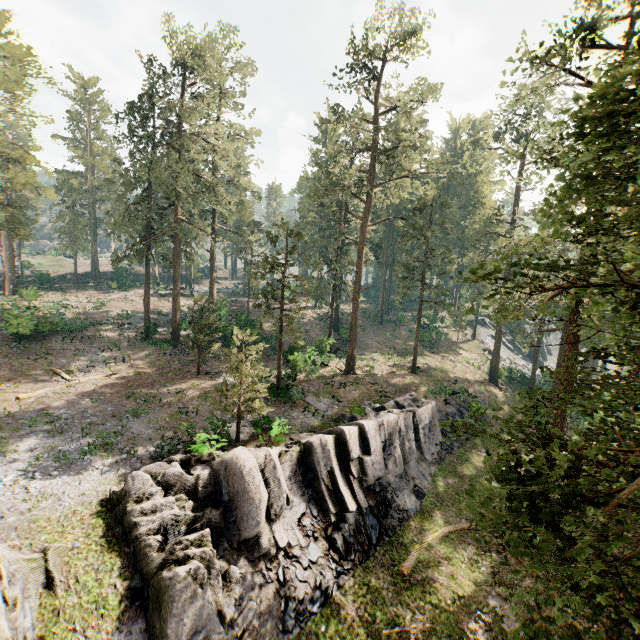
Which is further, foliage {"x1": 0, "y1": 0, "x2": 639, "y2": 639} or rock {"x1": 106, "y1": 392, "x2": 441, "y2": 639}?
rock {"x1": 106, "y1": 392, "x2": 441, "y2": 639}

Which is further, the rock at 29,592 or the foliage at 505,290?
the rock at 29,592

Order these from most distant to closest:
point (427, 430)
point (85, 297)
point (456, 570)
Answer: point (85, 297) → point (427, 430) → point (456, 570)

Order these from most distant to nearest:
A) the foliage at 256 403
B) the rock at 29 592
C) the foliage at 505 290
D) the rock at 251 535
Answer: the foliage at 256 403 < the rock at 251 535 < the rock at 29 592 < the foliage at 505 290

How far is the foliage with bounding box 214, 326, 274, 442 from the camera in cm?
1786

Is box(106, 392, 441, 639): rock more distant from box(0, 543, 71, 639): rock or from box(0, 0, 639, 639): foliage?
box(0, 0, 639, 639): foliage

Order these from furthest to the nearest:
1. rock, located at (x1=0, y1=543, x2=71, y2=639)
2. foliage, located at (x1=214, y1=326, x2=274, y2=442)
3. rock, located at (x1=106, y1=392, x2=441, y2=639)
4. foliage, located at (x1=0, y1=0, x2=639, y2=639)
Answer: foliage, located at (x1=214, y1=326, x2=274, y2=442) → rock, located at (x1=106, y1=392, x2=441, y2=639) → rock, located at (x1=0, y1=543, x2=71, y2=639) → foliage, located at (x1=0, y1=0, x2=639, y2=639)

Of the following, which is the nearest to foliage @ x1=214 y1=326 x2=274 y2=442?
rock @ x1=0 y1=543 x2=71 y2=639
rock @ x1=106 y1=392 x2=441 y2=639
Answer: rock @ x1=0 y1=543 x2=71 y2=639
